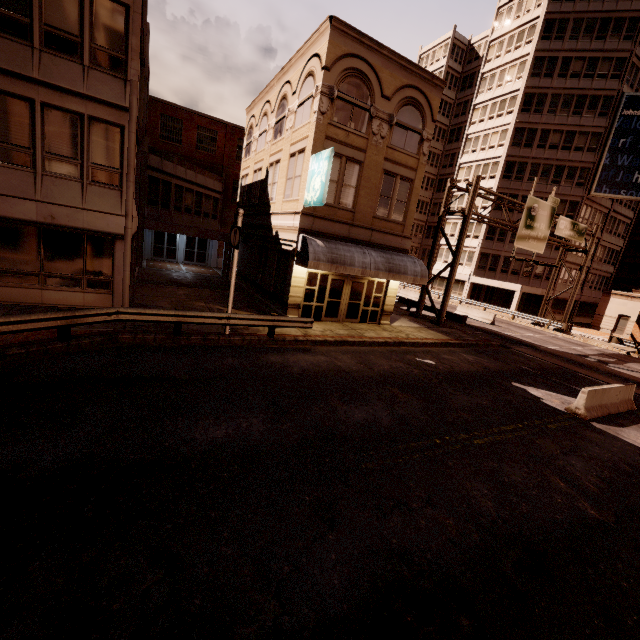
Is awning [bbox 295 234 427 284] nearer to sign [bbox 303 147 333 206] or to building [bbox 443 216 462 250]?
sign [bbox 303 147 333 206]

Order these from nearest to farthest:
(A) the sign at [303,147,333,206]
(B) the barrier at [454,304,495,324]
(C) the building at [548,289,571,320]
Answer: (A) the sign at [303,147,333,206] < (B) the barrier at [454,304,495,324] < (C) the building at [548,289,571,320]

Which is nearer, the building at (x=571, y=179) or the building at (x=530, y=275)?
the building at (x=571, y=179)

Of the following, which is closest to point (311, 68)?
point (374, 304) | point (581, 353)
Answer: point (374, 304)

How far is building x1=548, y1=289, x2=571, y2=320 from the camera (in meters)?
41.37

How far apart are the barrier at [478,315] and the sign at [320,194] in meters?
21.6

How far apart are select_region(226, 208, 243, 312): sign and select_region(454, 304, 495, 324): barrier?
24.7m

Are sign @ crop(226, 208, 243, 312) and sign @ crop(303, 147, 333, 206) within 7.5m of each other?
yes
